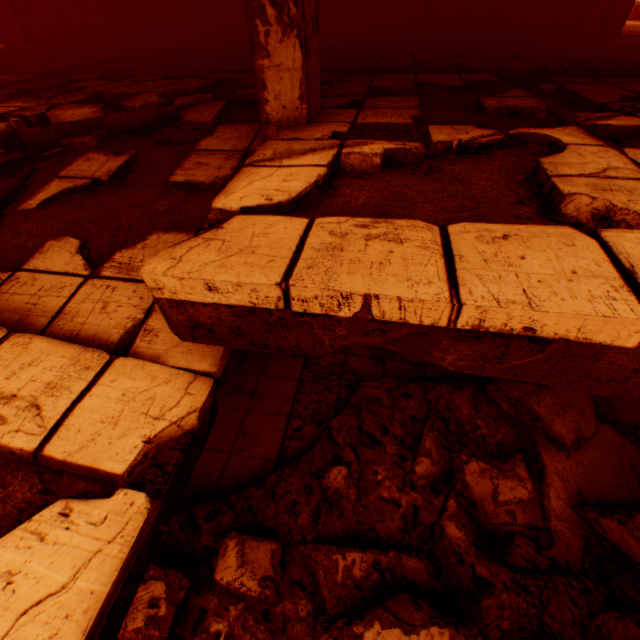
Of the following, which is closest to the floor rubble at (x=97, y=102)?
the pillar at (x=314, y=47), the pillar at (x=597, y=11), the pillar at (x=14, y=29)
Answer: the pillar at (x=314, y=47)

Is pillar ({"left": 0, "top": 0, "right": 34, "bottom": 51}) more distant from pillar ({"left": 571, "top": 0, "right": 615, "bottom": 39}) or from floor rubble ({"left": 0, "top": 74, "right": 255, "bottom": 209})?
pillar ({"left": 571, "top": 0, "right": 615, "bottom": 39})

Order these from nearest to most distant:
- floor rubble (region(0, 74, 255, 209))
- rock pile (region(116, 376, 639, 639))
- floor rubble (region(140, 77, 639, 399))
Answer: floor rubble (region(140, 77, 639, 399))
rock pile (region(116, 376, 639, 639))
floor rubble (region(0, 74, 255, 209))

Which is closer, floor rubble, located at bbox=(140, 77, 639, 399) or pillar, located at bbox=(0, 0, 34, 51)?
floor rubble, located at bbox=(140, 77, 639, 399)

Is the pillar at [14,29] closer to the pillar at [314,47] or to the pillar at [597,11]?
the pillar at [314,47]

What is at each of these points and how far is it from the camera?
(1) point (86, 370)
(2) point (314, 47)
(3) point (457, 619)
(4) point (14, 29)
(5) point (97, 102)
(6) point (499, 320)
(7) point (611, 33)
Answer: (1) floor rubble, 1.6m
(2) pillar, 2.5m
(3) rock pile, 1.9m
(4) pillar, 9.2m
(5) floor rubble, 3.9m
(6) floor rubble, 1.0m
(7) concrete beam, 7.2m

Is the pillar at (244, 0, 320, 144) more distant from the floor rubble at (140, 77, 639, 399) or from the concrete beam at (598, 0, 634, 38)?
the concrete beam at (598, 0, 634, 38)
